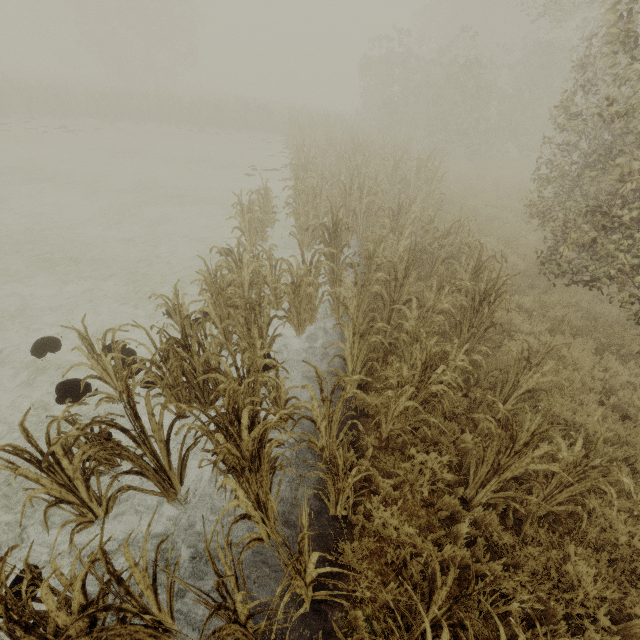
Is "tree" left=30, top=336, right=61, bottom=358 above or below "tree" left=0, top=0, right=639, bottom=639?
below

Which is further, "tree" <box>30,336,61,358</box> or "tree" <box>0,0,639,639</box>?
"tree" <box>30,336,61,358</box>

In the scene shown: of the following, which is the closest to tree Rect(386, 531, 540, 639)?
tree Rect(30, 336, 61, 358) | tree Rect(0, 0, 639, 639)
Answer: tree Rect(30, 336, 61, 358)

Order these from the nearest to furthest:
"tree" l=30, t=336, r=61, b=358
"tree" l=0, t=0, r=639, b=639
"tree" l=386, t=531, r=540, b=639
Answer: "tree" l=386, t=531, r=540, b=639, "tree" l=0, t=0, r=639, b=639, "tree" l=30, t=336, r=61, b=358

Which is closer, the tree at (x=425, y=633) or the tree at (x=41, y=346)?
the tree at (x=425, y=633)

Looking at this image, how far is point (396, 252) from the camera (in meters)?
7.01

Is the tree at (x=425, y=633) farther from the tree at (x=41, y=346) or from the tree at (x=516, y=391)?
the tree at (x=516, y=391)

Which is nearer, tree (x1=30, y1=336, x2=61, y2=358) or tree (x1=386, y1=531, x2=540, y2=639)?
tree (x1=386, y1=531, x2=540, y2=639)
